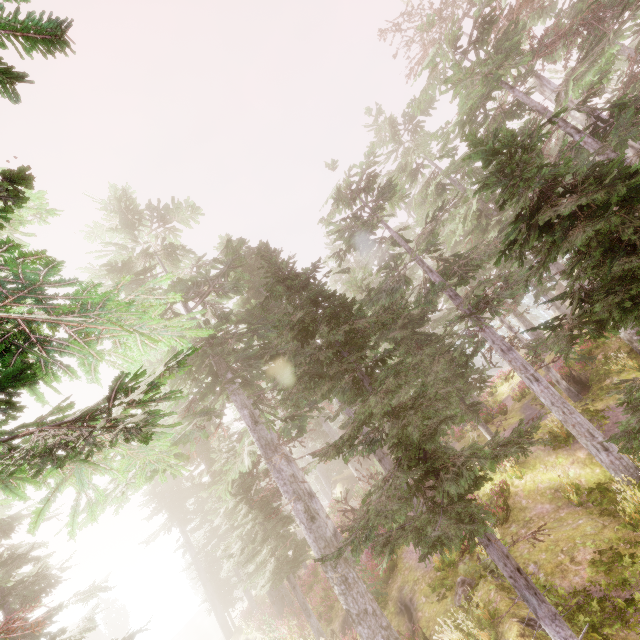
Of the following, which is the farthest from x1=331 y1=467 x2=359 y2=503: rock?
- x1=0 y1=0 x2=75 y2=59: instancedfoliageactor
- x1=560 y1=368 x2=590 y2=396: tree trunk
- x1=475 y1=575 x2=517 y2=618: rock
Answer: x1=475 y1=575 x2=517 y2=618: rock

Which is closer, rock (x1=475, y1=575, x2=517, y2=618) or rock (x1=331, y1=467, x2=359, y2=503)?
rock (x1=475, y1=575, x2=517, y2=618)

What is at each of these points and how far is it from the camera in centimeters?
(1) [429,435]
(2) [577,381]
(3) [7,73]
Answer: (1) instancedfoliageactor, 643cm
(2) tree trunk, 1700cm
(3) instancedfoliageactor, 96cm

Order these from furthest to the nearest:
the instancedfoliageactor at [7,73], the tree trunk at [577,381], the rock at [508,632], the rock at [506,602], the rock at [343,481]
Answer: the rock at [343,481] → the tree trunk at [577,381] → the rock at [506,602] → the rock at [508,632] → the instancedfoliageactor at [7,73]

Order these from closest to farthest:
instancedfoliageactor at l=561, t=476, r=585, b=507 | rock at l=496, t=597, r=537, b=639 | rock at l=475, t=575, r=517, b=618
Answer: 1. rock at l=496, t=597, r=537, b=639
2. rock at l=475, t=575, r=517, b=618
3. instancedfoliageactor at l=561, t=476, r=585, b=507

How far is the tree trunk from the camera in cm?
1664

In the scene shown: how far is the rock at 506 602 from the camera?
7.9m

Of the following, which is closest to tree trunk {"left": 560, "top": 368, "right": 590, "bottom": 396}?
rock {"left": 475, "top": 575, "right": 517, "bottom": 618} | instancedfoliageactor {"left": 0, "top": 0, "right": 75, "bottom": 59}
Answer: instancedfoliageactor {"left": 0, "top": 0, "right": 75, "bottom": 59}
